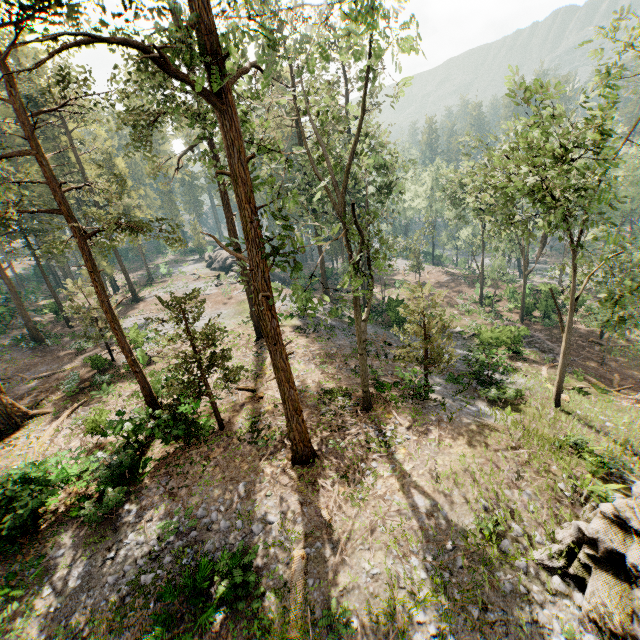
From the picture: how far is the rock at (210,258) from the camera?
47.4m

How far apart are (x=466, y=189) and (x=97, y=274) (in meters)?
59.51

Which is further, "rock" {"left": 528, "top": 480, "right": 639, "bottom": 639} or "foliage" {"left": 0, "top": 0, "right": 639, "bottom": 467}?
"foliage" {"left": 0, "top": 0, "right": 639, "bottom": 467}

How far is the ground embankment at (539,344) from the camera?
26.86m

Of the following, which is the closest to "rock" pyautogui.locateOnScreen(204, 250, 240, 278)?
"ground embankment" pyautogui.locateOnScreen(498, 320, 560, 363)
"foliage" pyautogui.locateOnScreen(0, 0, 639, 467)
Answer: "foliage" pyautogui.locateOnScreen(0, 0, 639, 467)

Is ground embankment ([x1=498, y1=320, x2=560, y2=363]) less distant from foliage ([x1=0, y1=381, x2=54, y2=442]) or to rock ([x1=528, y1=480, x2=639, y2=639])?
foliage ([x1=0, y1=381, x2=54, y2=442])

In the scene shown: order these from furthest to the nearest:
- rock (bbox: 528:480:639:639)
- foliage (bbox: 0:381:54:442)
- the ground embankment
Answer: the ground embankment, foliage (bbox: 0:381:54:442), rock (bbox: 528:480:639:639)
